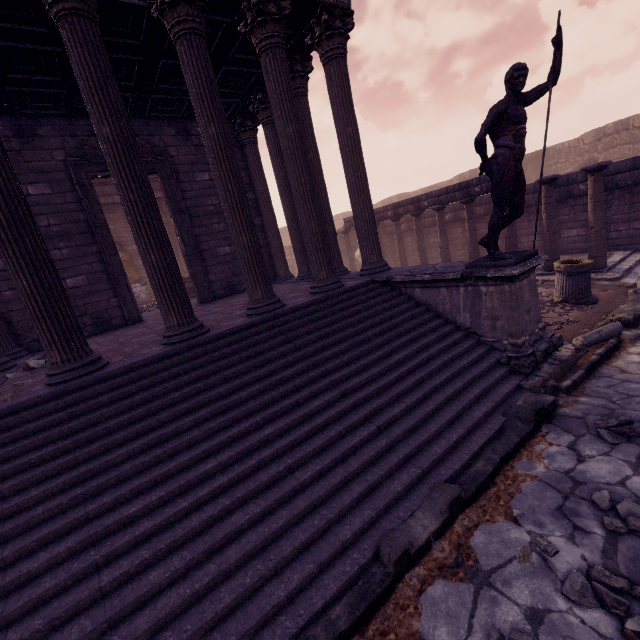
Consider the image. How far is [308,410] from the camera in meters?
3.8 m

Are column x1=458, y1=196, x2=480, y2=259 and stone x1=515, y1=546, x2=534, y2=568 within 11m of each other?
yes

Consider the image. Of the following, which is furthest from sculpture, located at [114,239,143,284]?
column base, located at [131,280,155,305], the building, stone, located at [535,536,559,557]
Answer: stone, located at [535,536,559,557]

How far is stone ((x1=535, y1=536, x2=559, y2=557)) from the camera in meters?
2.5 m

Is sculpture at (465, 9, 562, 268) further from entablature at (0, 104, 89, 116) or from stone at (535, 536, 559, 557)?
entablature at (0, 104, 89, 116)

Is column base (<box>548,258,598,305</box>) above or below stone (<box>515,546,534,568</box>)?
above

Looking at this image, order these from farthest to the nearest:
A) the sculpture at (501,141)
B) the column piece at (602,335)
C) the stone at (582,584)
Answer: the column piece at (602,335)
the sculpture at (501,141)
the stone at (582,584)

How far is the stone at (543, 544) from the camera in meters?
2.5 m
